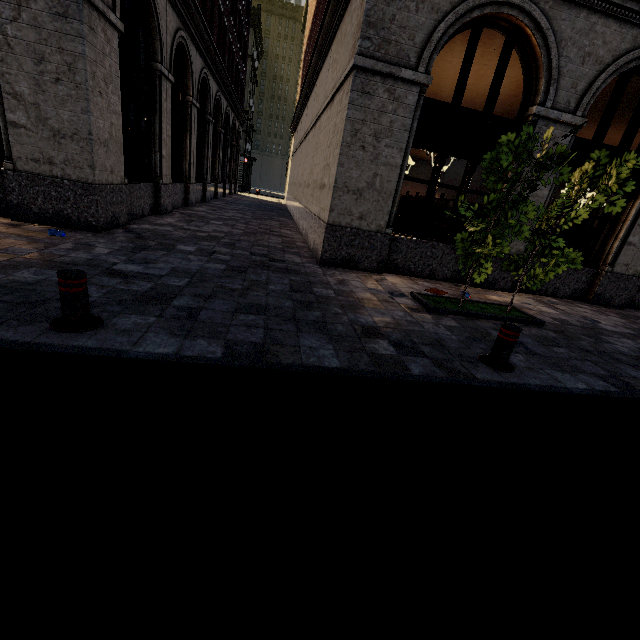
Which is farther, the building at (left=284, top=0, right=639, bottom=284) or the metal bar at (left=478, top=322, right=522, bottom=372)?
the building at (left=284, top=0, right=639, bottom=284)

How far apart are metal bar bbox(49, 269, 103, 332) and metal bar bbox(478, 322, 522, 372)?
4.55m

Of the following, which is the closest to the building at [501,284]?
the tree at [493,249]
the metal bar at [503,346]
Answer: the tree at [493,249]

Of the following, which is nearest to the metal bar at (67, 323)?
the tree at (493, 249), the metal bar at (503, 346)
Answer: the metal bar at (503, 346)

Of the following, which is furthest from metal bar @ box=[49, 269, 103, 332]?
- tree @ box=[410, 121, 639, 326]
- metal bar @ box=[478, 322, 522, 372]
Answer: tree @ box=[410, 121, 639, 326]

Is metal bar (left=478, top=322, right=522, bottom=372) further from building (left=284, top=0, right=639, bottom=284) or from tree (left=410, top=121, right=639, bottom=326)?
building (left=284, top=0, right=639, bottom=284)

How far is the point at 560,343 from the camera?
5.57m

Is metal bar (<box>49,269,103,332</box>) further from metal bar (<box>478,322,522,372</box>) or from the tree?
the tree
